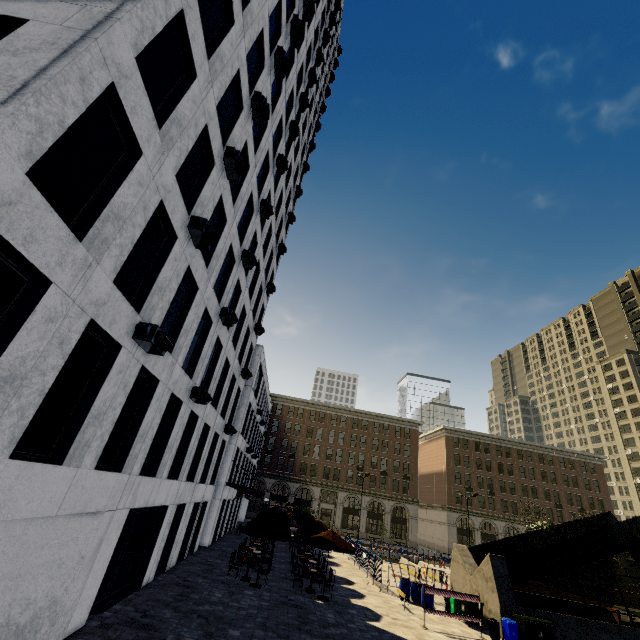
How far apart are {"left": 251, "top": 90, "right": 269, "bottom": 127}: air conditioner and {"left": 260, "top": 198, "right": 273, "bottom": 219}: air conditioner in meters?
4.2 m

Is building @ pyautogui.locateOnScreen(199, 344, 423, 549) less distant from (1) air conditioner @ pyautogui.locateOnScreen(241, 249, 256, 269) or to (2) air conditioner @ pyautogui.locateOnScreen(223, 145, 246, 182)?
(2) air conditioner @ pyautogui.locateOnScreen(223, 145, 246, 182)

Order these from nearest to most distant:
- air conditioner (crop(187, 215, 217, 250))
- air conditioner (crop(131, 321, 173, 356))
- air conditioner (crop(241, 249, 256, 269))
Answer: air conditioner (crop(131, 321, 173, 356)) → air conditioner (crop(187, 215, 217, 250)) → air conditioner (crop(241, 249, 256, 269))

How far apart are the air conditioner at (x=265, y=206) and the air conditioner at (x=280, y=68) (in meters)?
6.03

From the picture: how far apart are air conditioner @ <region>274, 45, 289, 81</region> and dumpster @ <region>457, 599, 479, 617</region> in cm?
2874

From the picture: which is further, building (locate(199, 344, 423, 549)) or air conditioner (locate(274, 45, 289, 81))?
building (locate(199, 344, 423, 549))

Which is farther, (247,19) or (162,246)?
(247,19)

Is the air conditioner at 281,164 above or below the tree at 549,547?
above
